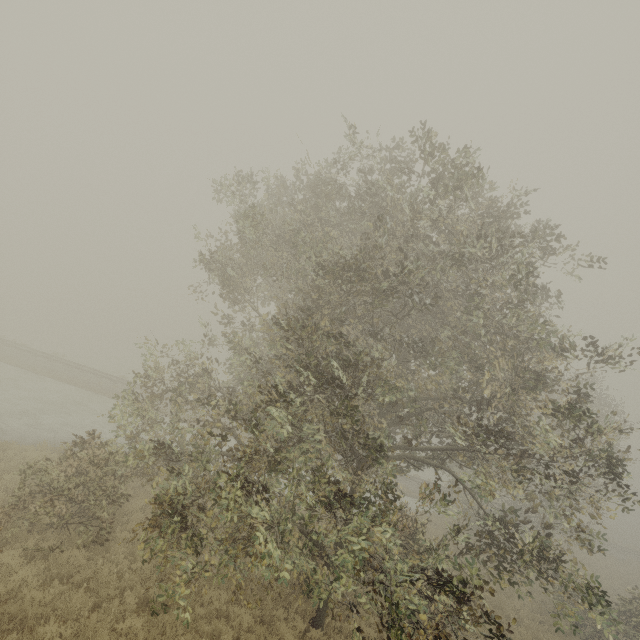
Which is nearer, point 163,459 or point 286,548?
point 286,548
